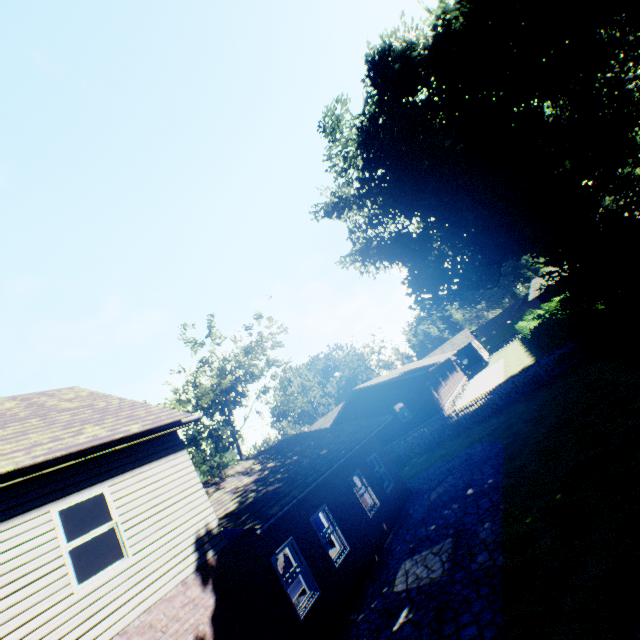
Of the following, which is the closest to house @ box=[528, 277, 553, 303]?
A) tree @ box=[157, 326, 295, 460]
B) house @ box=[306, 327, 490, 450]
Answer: house @ box=[306, 327, 490, 450]

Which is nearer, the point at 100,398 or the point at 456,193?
the point at 100,398

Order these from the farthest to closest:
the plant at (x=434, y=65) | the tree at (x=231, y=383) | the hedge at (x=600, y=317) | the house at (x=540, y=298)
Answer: the house at (x=540, y=298) → the tree at (x=231, y=383) → the plant at (x=434, y=65) → the hedge at (x=600, y=317)

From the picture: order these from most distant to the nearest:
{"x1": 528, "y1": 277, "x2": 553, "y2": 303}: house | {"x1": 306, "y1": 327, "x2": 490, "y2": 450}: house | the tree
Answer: {"x1": 528, "y1": 277, "x2": 553, "y2": 303}: house, {"x1": 306, "y1": 327, "x2": 490, "y2": 450}: house, the tree

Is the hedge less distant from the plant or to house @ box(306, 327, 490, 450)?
the plant

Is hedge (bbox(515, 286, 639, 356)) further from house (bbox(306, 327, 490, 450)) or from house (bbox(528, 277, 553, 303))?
house (bbox(528, 277, 553, 303))

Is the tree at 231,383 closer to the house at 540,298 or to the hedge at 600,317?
the hedge at 600,317

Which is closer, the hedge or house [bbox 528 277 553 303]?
the hedge
